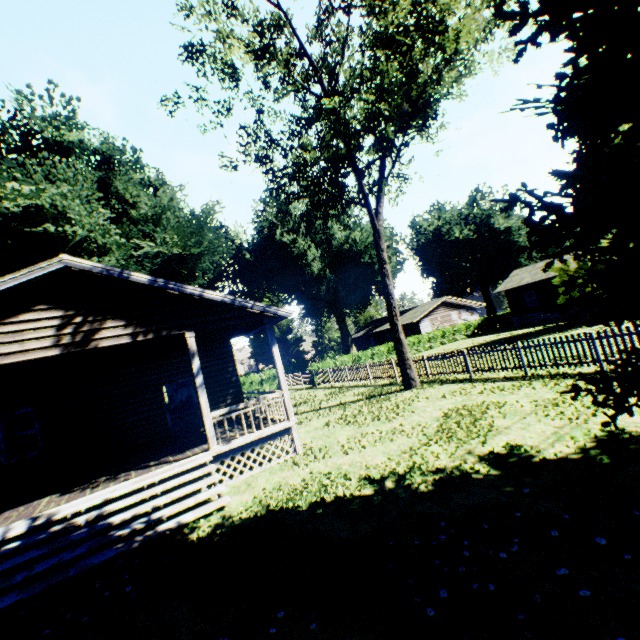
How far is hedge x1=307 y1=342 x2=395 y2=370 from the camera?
28.30m

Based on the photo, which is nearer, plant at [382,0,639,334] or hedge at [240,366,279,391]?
plant at [382,0,639,334]

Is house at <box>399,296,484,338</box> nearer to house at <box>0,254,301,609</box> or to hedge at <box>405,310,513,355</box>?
hedge at <box>405,310,513,355</box>

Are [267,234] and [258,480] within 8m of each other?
no

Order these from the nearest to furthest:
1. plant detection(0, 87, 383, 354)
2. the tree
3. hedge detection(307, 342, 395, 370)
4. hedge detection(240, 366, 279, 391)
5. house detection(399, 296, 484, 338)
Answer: the tree → plant detection(0, 87, 383, 354) → hedge detection(307, 342, 395, 370) → hedge detection(240, 366, 279, 391) → house detection(399, 296, 484, 338)

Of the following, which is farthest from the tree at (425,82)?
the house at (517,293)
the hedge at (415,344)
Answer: the house at (517,293)

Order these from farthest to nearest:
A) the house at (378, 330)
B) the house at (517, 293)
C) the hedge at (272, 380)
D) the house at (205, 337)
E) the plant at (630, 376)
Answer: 1. the house at (378, 330)
2. the house at (517, 293)
3. the hedge at (272, 380)
4. the house at (205, 337)
5. the plant at (630, 376)

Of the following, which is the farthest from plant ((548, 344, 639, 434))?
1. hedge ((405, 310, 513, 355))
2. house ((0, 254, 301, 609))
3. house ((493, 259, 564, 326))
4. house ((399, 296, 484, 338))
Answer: house ((399, 296, 484, 338))
